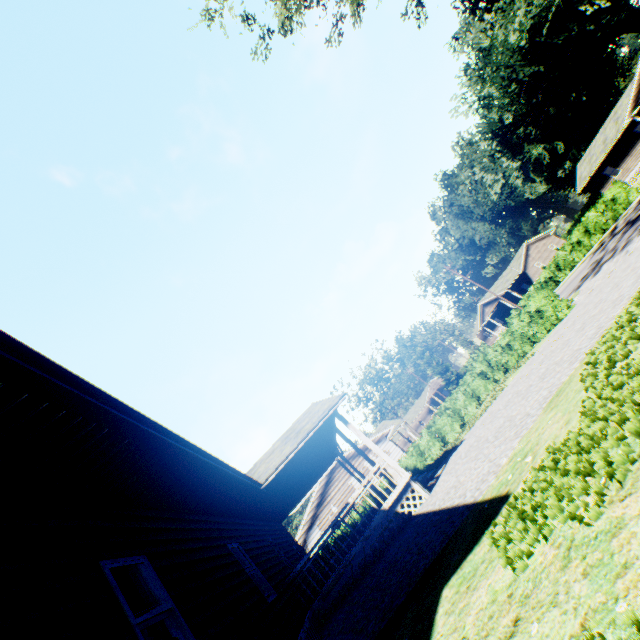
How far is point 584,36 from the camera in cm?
4256

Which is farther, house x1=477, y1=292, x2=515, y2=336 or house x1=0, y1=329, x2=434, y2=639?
house x1=477, y1=292, x2=515, y2=336

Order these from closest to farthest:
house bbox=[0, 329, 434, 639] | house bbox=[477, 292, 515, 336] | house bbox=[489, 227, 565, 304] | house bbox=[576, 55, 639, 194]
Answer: house bbox=[0, 329, 434, 639] → house bbox=[576, 55, 639, 194] → house bbox=[489, 227, 565, 304] → house bbox=[477, 292, 515, 336]

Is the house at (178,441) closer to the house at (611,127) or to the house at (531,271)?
the house at (531,271)

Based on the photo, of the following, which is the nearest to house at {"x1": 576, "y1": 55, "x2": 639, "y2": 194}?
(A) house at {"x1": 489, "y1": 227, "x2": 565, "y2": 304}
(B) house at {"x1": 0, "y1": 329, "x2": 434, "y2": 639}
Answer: (A) house at {"x1": 489, "y1": 227, "x2": 565, "y2": 304}

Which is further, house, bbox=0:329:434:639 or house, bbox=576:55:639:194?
house, bbox=576:55:639:194
